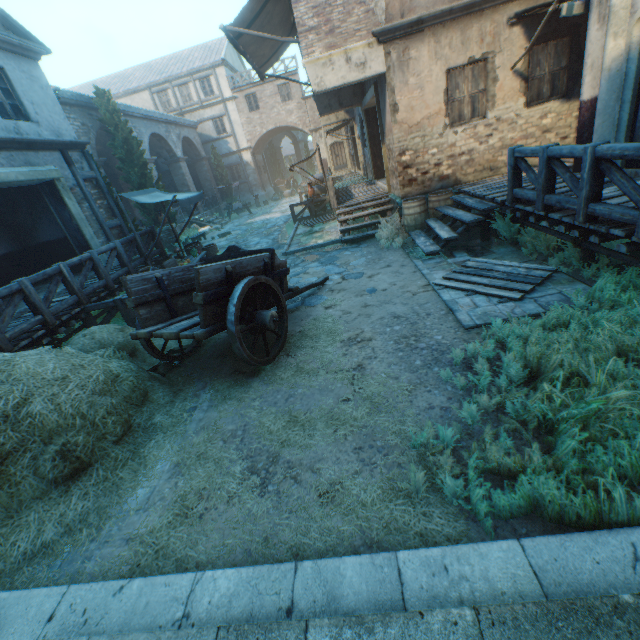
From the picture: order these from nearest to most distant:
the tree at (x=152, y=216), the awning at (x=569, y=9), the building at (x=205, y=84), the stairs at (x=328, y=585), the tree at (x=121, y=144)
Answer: the stairs at (x=328, y=585) < the awning at (x=569, y=9) < the tree at (x=121, y=144) < the tree at (x=152, y=216) < the building at (x=205, y=84)

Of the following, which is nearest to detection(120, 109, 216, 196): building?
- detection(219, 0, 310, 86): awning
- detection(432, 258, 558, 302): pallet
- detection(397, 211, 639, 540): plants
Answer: detection(219, 0, 310, 86): awning

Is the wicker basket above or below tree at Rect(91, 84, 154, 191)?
below

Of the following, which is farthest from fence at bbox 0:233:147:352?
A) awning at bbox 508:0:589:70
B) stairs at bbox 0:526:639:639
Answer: awning at bbox 508:0:589:70

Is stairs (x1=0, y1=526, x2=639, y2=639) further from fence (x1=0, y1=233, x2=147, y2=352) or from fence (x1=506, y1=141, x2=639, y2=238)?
fence (x1=0, y1=233, x2=147, y2=352)

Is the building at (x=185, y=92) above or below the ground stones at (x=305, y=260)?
above

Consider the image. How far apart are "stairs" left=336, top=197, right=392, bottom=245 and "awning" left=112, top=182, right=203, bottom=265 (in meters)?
4.44

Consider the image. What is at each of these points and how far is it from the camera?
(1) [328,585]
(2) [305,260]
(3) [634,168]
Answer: (1) stairs, 2.12m
(2) ground stones, 9.77m
(3) building, 5.87m
